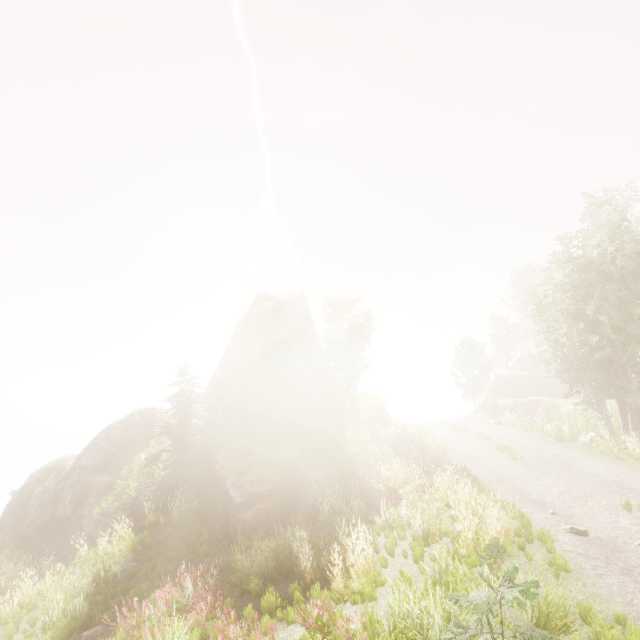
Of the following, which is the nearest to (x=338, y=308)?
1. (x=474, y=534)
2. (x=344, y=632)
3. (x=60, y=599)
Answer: (x=474, y=534)

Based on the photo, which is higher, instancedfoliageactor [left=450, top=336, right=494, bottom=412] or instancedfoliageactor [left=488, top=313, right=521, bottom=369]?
instancedfoliageactor [left=488, top=313, right=521, bottom=369]

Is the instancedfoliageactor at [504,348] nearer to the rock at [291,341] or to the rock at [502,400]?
the rock at [291,341]

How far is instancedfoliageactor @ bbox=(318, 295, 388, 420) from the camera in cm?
2805

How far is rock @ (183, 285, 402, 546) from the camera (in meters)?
12.18

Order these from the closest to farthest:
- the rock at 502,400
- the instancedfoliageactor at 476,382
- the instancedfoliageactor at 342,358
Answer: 1. the instancedfoliageactor at 342,358
2. the rock at 502,400
3. the instancedfoliageactor at 476,382

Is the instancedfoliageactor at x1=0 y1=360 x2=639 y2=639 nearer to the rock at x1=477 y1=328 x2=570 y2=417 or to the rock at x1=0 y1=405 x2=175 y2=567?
the rock at x1=0 y1=405 x2=175 y2=567
